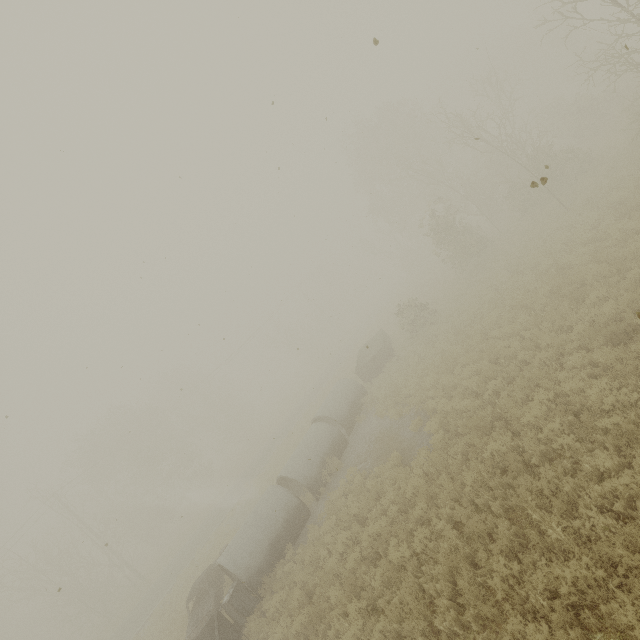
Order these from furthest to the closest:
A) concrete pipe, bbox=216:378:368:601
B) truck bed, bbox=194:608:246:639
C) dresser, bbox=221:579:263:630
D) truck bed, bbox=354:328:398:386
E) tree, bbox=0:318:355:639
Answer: tree, bbox=0:318:355:639
truck bed, bbox=354:328:398:386
concrete pipe, bbox=216:378:368:601
dresser, bbox=221:579:263:630
truck bed, bbox=194:608:246:639

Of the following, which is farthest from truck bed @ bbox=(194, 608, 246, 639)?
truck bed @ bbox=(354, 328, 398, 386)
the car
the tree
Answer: the tree

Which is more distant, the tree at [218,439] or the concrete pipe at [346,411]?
the tree at [218,439]

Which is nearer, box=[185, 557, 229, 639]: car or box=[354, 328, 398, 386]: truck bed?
box=[185, 557, 229, 639]: car

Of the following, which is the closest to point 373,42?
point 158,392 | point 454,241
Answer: point 454,241

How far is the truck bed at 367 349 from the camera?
21.4 meters

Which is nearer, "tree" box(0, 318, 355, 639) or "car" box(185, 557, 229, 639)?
"car" box(185, 557, 229, 639)

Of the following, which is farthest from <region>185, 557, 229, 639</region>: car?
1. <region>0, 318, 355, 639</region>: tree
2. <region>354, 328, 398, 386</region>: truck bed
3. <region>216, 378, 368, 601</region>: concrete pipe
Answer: <region>0, 318, 355, 639</region>: tree
